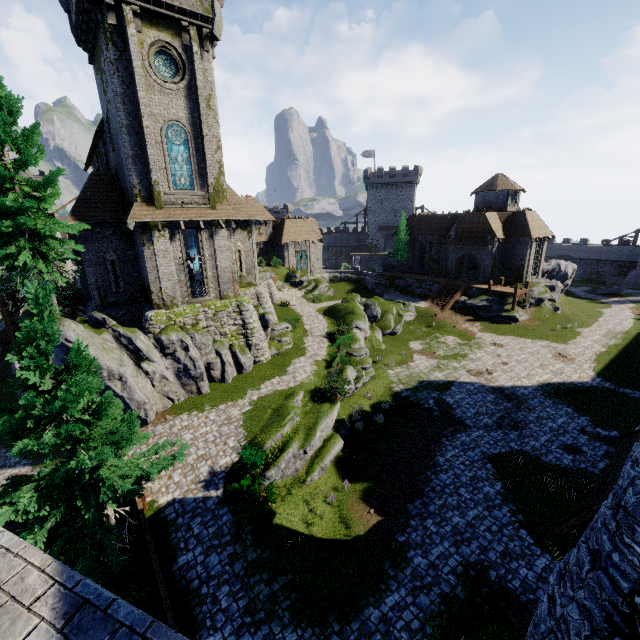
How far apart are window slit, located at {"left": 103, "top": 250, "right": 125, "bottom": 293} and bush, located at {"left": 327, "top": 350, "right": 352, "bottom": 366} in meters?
15.3

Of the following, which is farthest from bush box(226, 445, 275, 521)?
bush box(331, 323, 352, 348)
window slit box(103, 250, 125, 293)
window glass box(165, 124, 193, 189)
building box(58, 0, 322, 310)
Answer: window glass box(165, 124, 193, 189)

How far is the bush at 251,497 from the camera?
13.4m

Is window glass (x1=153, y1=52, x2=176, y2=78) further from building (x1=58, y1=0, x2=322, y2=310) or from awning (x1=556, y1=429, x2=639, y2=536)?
awning (x1=556, y1=429, x2=639, y2=536)

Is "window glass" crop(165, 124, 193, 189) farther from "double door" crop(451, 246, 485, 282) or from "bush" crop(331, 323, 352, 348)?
"double door" crop(451, 246, 485, 282)

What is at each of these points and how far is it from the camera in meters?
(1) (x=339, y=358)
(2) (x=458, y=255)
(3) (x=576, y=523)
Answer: (1) bush, 25.3 m
(2) double door, 44.4 m
(3) awning, 8.4 m

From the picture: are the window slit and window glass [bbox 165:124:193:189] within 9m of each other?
yes

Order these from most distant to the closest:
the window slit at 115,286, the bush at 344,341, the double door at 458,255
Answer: the double door at 458,255 < the bush at 344,341 < the window slit at 115,286
